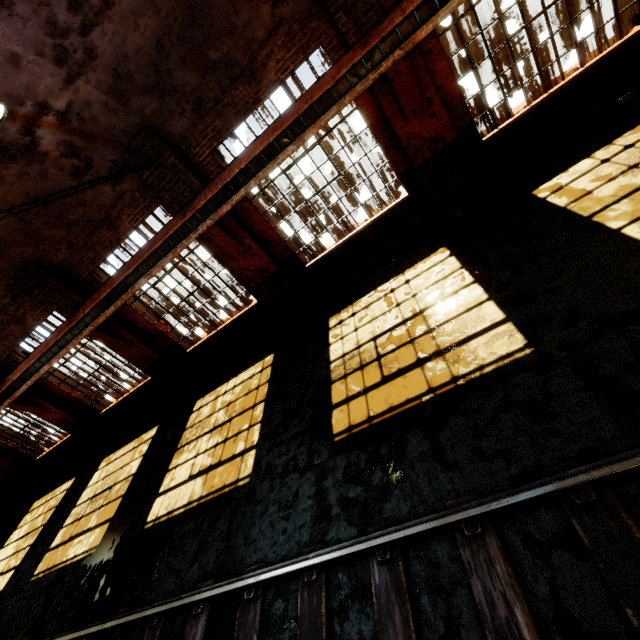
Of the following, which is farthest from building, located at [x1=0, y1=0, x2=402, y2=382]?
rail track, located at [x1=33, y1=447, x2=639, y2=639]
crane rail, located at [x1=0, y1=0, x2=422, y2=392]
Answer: rail track, located at [x1=33, y1=447, x2=639, y2=639]

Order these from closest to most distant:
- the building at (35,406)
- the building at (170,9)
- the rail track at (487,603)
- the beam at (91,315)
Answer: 1. the rail track at (487,603)
2. the building at (170,9)
3. the beam at (91,315)
4. the building at (35,406)

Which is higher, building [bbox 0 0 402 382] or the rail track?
building [bbox 0 0 402 382]

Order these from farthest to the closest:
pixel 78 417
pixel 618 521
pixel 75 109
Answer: pixel 78 417 < pixel 75 109 < pixel 618 521

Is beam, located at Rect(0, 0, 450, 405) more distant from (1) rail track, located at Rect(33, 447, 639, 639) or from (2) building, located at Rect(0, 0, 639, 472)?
(1) rail track, located at Rect(33, 447, 639, 639)

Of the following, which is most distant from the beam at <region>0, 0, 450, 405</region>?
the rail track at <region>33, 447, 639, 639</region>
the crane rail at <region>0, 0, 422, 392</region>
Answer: the rail track at <region>33, 447, 639, 639</region>

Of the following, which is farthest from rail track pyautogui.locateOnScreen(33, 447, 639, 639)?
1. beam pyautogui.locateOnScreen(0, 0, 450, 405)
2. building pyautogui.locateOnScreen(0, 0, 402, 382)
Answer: beam pyautogui.locateOnScreen(0, 0, 450, 405)

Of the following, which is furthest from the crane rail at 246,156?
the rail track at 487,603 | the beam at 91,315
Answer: the rail track at 487,603
